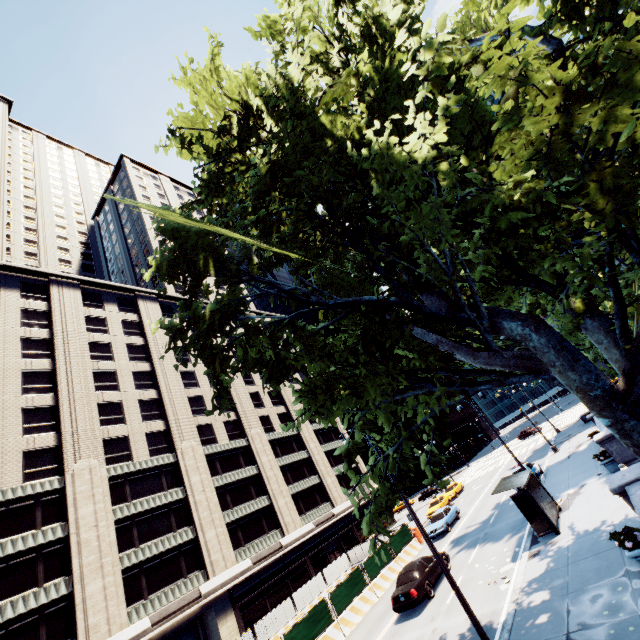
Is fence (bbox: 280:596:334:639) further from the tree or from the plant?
the plant

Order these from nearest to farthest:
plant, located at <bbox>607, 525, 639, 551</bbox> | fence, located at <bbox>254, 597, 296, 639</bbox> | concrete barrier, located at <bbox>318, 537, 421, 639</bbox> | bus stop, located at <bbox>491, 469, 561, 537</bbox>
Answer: plant, located at <bbox>607, 525, 639, 551</bbox>
bus stop, located at <bbox>491, 469, 561, 537</bbox>
concrete barrier, located at <bbox>318, 537, 421, 639</bbox>
fence, located at <bbox>254, 597, 296, 639</bbox>

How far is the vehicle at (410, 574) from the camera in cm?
1603

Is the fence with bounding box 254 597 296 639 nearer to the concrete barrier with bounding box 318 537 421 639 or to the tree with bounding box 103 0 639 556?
the concrete barrier with bounding box 318 537 421 639

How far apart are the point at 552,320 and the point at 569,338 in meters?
0.7

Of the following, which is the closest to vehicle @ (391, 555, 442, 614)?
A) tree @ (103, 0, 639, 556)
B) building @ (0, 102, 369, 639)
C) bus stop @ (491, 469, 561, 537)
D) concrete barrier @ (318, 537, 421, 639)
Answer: concrete barrier @ (318, 537, 421, 639)

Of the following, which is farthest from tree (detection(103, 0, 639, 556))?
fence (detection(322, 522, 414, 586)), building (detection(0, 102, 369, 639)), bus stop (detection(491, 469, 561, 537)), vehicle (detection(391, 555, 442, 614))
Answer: fence (detection(322, 522, 414, 586))

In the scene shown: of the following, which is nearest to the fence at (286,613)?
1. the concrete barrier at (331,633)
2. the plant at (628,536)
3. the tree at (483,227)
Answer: the concrete barrier at (331,633)
